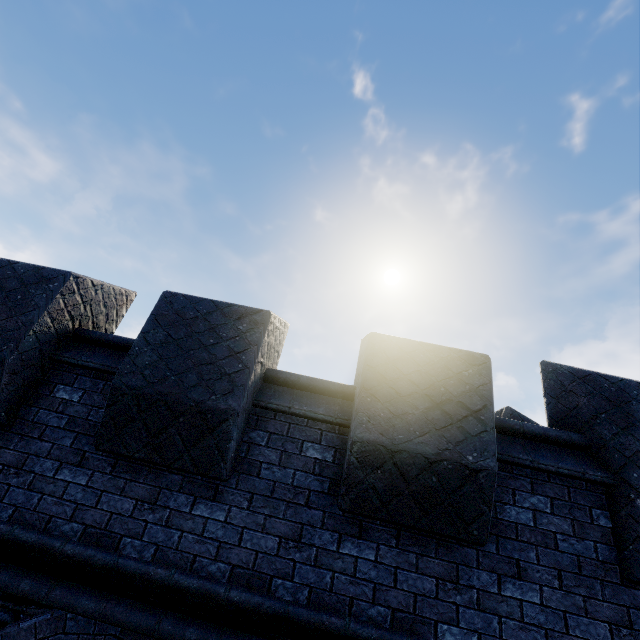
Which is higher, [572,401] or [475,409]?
[572,401]
